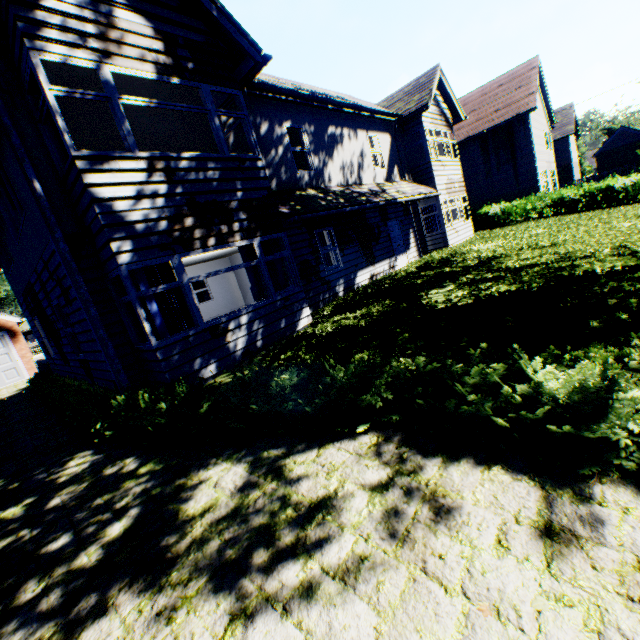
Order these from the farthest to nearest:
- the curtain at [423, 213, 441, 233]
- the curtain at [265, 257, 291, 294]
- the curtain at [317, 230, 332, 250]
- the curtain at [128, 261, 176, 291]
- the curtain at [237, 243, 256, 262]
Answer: the curtain at [423, 213, 441, 233] < the curtain at [317, 230, 332, 250] < the curtain at [265, 257, 291, 294] < the curtain at [237, 243, 256, 262] < the curtain at [128, 261, 176, 291]

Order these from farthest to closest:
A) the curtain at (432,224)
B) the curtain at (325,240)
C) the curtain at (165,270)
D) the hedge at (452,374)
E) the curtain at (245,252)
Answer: the curtain at (432,224)
the curtain at (325,240)
the curtain at (245,252)
the curtain at (165,270)
the hedge at (452,374)

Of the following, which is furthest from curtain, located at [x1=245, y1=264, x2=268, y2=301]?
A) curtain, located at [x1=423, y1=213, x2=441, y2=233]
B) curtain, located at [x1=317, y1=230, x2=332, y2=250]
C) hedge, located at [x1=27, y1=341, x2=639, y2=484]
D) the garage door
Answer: the garage door

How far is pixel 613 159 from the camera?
40.1m

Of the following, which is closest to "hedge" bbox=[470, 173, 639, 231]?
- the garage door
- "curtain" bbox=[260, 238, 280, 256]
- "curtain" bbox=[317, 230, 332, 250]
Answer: "curtain" bbox=[317, 230, 332, 250]

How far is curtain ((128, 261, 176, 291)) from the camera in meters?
6.1 m

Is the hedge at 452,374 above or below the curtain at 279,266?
below

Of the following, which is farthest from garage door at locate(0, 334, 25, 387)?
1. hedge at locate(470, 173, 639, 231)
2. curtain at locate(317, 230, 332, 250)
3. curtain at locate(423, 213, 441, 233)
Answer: hedge at locate(470, 173, 639, 231)
